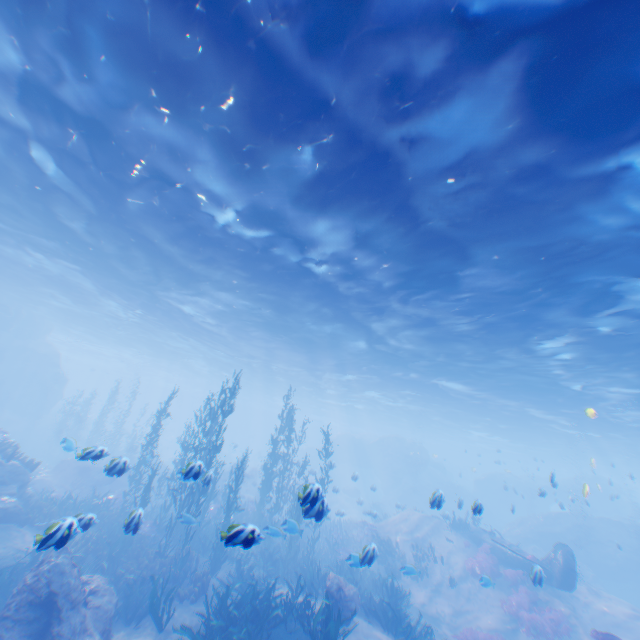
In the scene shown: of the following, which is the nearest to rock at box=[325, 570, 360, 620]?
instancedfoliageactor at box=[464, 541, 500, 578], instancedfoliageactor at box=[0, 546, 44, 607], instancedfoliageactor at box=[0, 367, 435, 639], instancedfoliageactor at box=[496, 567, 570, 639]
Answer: instancedfoliageactor at box=[0, 367, 435, 639]

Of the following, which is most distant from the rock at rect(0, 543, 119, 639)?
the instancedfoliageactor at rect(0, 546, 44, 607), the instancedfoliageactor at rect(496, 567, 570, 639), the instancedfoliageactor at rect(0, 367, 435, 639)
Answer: the instancedfoliageactor at rect(496, 567, 570, 639)

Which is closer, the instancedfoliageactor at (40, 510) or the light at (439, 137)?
the light at (439, 137)

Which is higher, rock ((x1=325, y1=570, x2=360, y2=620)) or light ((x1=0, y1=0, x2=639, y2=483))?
light ((x1=0, y1=0, x2=639, y2=483))

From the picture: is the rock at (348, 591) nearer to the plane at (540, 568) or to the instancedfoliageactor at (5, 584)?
the plane at (540, 568)

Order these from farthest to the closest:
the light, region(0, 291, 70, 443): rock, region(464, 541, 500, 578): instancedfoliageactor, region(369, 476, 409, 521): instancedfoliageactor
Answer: region(0, 291, 70, 443): rock < region(369, 476, 409, 521): instancedfoliageactor < region(464, 541, 500, 578): instancedfoliageactor < the light

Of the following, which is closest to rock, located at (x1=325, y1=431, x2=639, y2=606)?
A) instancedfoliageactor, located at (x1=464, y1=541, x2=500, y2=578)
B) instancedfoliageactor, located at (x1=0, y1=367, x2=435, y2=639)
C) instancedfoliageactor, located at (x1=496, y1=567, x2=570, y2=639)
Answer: instancedfoliageactor, located at (x1=0, y1=367, x2=435, y2=639)

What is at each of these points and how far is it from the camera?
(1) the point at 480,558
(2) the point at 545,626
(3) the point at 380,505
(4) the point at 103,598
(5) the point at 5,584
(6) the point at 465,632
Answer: (1) instancedfoliageactor, 17.5 meters
(2) instancedfoliageactor, 13.1 meters
(3) instancedfoliageactor, 36.3 meters
(4) rock, 9.0 meters
(5) instancedfoliageactor, 9.6 meters
(6) instancedfoliageactor, 13.1 meters
